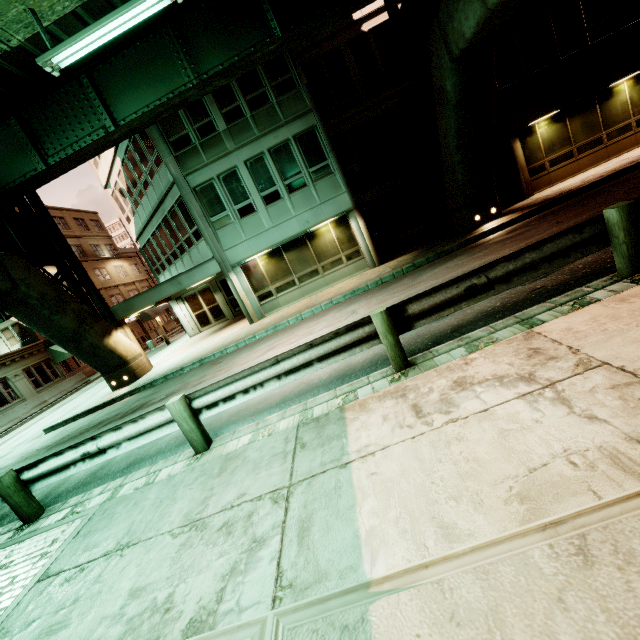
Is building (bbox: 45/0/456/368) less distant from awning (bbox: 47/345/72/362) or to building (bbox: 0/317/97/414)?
awning (bbox: 47/345/72/362)

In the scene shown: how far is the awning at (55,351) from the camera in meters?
28.1

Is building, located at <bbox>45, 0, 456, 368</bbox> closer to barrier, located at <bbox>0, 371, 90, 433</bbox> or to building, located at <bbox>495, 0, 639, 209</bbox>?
building, located at <bbox>495, 0, 639, 209</bbox>

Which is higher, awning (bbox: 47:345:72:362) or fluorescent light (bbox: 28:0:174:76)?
fluorescent light (bbox: 28:0:174:76)

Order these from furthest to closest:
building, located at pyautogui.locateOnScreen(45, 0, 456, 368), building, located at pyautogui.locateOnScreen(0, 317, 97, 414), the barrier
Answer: building, located at pyautogui.locateOnScreen(0, 317, 97, 414)
the barrier
building, located at pyautogui.locateOnScreen(45, 0, 456, 368)

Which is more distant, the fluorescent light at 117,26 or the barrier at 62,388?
the barrier at 62,388

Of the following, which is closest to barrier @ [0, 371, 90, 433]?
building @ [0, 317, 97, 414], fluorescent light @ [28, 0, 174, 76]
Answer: building @ [0, 317, 97, 414]

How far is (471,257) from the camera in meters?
10.0 m
